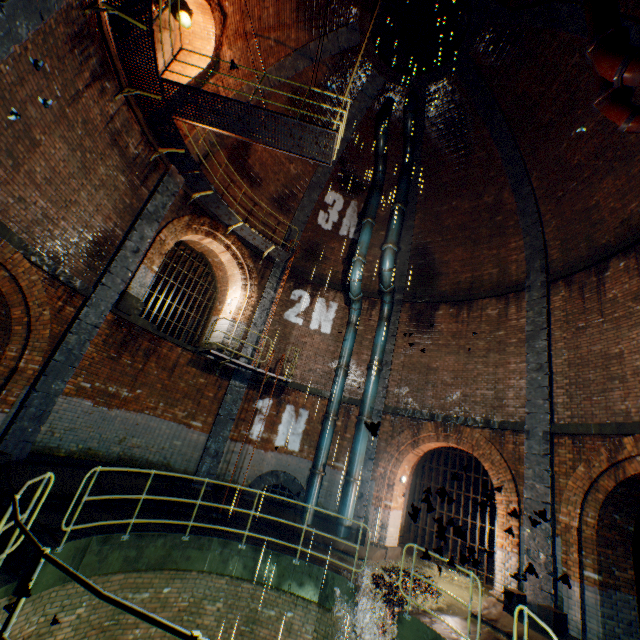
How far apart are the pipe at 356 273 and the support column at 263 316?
3.0 meters

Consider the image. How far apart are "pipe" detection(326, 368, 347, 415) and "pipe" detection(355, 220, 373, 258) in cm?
451

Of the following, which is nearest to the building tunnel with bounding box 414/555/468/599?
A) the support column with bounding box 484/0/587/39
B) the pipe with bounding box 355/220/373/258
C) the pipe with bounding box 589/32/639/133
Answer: the support column with bounding box 484/0/587/39

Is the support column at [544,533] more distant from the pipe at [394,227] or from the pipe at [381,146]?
the pipe at [394,227]

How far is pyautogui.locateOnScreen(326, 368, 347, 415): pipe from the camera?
12.5m

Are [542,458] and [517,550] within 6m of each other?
yes

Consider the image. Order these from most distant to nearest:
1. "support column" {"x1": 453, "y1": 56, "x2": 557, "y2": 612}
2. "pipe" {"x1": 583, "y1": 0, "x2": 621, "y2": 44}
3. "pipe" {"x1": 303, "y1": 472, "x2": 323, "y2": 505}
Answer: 1. "pipe" {"x1": 303, "y1": 472, "x2": 323, "y2": 505}
2. "support column" {"x1": 453, "y1": 56, "x2": 557, "y2": 612}
3. "pipe" {"x1": 583, "y1": 0, "x2": 621, "y2": 44}

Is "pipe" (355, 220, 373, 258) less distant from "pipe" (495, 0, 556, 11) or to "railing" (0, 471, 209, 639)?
"pipe" (495, 0, 556, 11)
